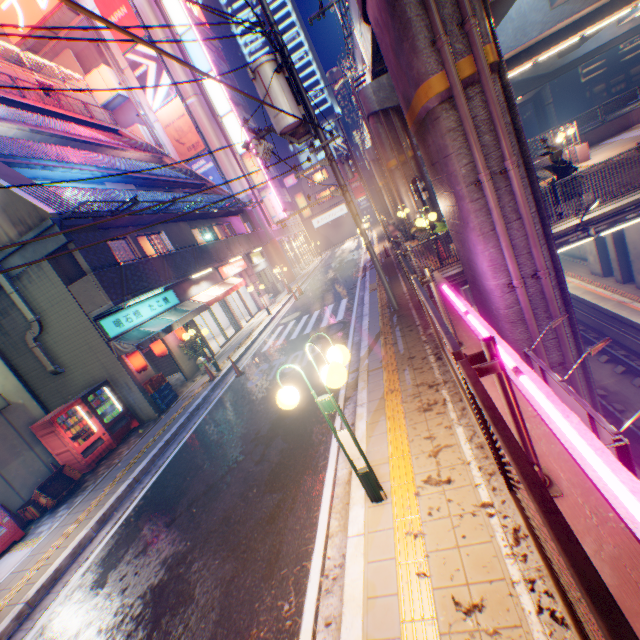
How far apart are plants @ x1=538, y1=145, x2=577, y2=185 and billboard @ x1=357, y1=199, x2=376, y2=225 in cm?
4254

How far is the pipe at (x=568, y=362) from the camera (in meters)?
7.65

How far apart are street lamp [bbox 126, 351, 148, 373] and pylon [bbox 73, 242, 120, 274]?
2.30m

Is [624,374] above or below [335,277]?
below

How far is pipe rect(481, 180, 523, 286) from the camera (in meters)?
6.91

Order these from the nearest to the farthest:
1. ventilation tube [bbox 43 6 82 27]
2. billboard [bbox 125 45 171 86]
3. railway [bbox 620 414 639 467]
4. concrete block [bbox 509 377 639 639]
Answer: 1. concrete block [bbox 509 377 639 639]
2. railway [bbox 620 414 639 467]
3. ventilation tube [bbox 43 6 82 27]
4. billboard [bbox 125 45 171 86]

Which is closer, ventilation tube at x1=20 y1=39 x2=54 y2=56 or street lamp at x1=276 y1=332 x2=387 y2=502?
street lamp at x1=276 y1=332 x2=387 y2=502

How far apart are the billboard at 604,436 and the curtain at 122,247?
14.78m
